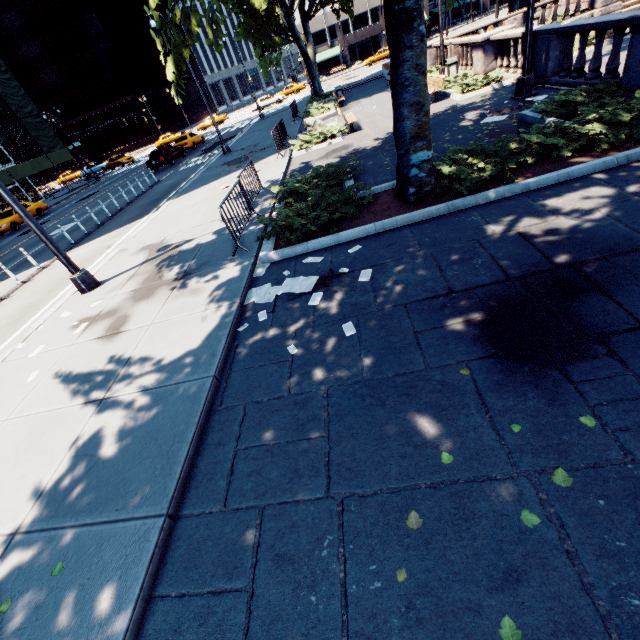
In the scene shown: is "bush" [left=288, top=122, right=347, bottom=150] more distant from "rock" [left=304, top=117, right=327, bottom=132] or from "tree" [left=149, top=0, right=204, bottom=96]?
"tree" [left=149, top=0, right=204, bottom=96]

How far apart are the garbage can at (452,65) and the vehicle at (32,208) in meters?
32.2 m

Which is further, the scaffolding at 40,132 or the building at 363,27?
the building at 363,27

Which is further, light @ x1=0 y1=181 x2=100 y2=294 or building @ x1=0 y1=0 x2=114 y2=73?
building @ x1=0 y1=0 x2=114 y2=73

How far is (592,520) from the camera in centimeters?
226cm

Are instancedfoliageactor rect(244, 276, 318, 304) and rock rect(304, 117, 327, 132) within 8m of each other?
no

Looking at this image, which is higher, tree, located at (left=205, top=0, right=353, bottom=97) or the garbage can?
tree, located at (left=205, top=0, right=353, bottom=97)

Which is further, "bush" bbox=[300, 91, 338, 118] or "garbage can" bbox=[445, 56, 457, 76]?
"bush" bbox=[300, 91, 338, 118]
